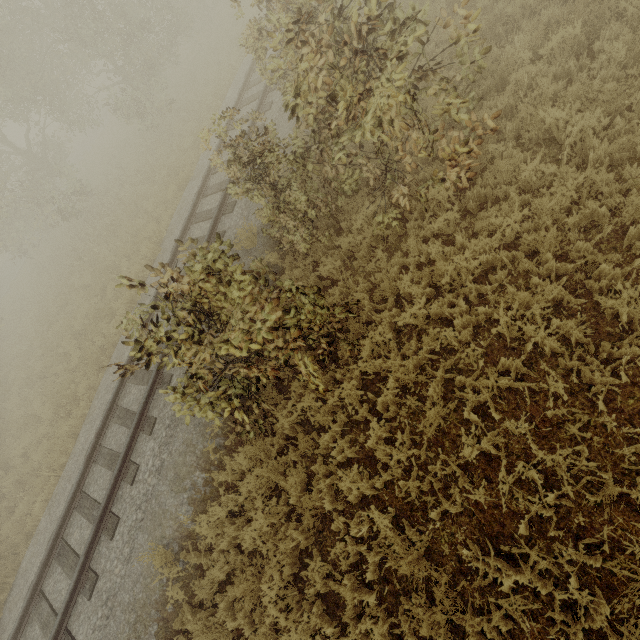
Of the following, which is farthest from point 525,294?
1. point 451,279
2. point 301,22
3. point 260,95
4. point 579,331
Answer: point 260,95
